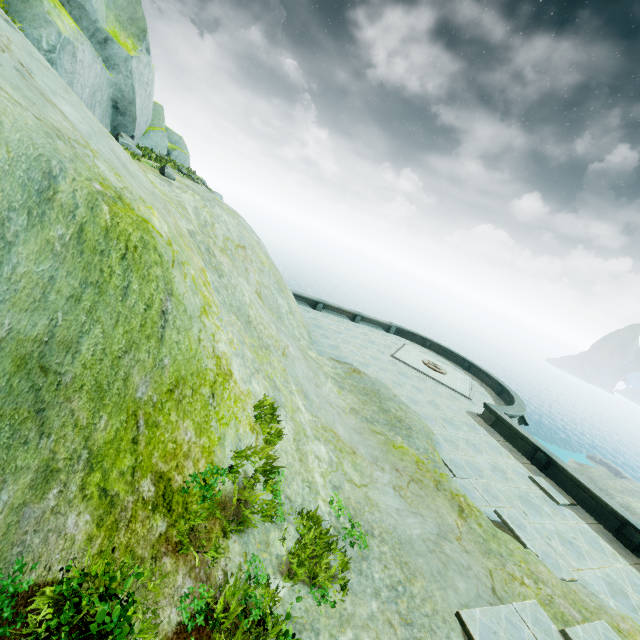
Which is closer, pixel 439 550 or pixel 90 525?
pixel 90 525
